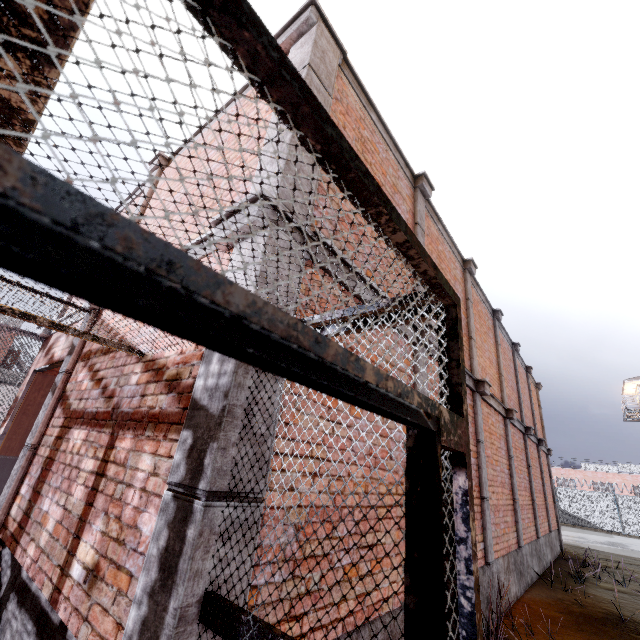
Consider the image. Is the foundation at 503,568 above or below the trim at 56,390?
below

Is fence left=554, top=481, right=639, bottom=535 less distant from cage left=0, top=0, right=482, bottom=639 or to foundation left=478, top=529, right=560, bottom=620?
cage left=0, top=0, right=482, bottom=639

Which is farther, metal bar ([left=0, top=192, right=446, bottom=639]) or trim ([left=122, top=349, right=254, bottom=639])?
trim ([left=122, top=349, right=254, bottom=639])

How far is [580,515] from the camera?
26.8 meters

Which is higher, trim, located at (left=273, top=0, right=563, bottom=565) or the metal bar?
trim, located at (left=273, top=0, right=563, bottom=565)

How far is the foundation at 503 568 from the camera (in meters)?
5.38

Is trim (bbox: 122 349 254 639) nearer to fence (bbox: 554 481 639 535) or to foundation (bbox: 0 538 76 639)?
foundation (bbox: 0 538 76 639)

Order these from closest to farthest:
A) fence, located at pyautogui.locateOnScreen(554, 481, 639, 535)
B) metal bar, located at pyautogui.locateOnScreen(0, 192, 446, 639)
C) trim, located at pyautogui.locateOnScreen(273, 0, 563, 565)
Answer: metal bar, located at pyautogui.locateOnScreen(0, 192, 446, 639) < trim, located at pyautogui.locateOnScreen(273, 0, 563, 565) < fence, located at pyautogui.locateOnScreen(554, 481, 639, 535)
